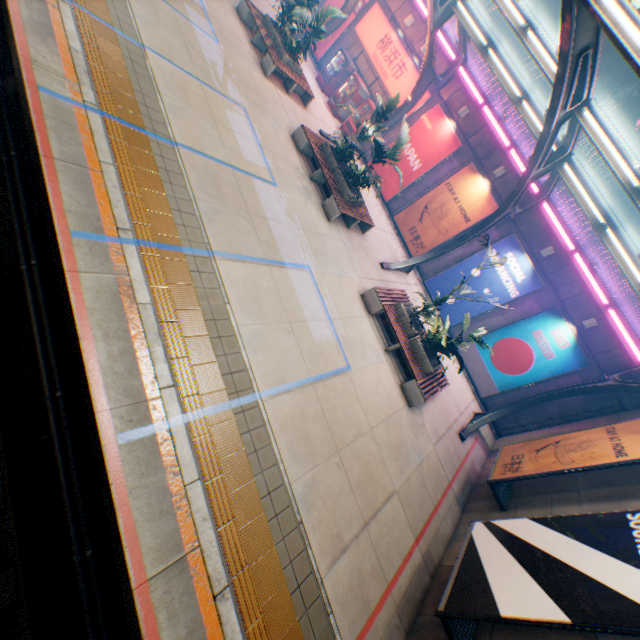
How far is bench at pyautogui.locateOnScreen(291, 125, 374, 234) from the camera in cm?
1134

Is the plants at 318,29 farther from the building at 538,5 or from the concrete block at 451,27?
the building at 538,5

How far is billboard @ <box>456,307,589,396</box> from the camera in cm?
1311

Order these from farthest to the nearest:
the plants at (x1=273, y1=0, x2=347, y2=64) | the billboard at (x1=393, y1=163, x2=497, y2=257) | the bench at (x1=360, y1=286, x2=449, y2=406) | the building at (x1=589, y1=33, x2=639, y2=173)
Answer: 1. the building at (x1=589, y1=33, x2=639, y2=173)
2. the billboard at (x1=393, y1=163, x2=497, y2=257)
3. the plants at (x1=273, y1=0, x2=347, y2=64)
4. the bench at (x1=360, y1=286, x2=449, y2=406)

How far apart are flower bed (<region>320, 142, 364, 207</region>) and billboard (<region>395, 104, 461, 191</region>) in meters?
4.9

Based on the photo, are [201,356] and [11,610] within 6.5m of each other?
yes

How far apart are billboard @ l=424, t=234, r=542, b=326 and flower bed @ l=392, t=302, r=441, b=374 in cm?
494

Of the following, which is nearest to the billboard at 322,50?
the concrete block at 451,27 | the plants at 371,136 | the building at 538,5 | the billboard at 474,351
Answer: the concrete block at 451,27
